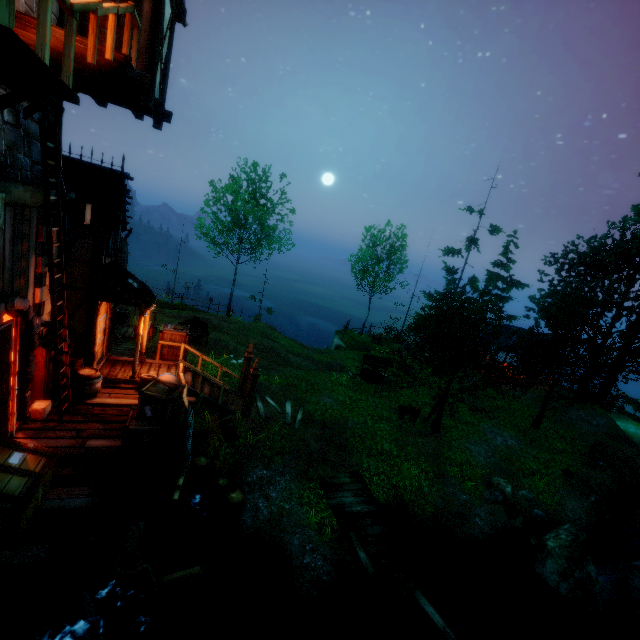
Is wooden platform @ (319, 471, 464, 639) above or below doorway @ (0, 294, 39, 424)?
below

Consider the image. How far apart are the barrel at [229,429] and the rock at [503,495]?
10.3m

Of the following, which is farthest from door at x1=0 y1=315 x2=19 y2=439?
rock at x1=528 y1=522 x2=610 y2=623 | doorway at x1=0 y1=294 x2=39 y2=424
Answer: rock at x1=528 y1=522 x2=610 y2=623

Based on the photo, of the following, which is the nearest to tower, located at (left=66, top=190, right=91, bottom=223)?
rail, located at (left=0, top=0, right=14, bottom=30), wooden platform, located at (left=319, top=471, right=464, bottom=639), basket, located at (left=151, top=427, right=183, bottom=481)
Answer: rail, located at (left=0, top=0, right=14, bottom=30)

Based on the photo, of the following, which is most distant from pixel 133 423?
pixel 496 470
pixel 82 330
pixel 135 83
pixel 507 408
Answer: pixel 507 408

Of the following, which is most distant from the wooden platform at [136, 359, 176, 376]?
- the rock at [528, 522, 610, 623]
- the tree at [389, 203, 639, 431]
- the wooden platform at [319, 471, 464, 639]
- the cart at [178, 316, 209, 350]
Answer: the rock at [528, 522, 610, 623]

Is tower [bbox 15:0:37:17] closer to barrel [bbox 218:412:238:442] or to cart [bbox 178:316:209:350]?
barrel [bbox 218:412:238:442]

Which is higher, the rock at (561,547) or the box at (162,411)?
the box at (162,411)
